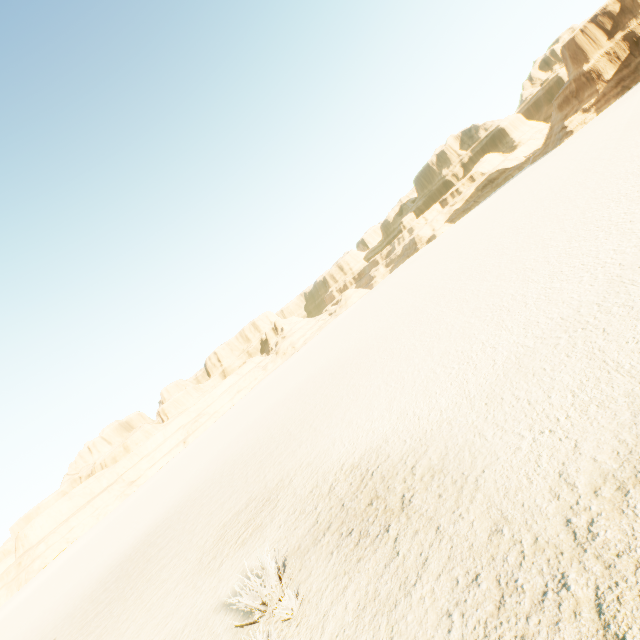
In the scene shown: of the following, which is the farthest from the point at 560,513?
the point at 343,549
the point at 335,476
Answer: the point at 335,476
